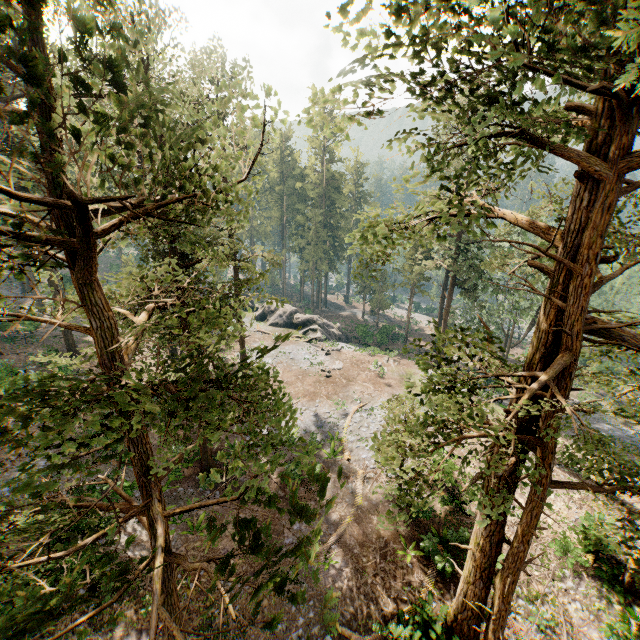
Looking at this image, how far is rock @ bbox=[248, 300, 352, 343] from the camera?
42.16m

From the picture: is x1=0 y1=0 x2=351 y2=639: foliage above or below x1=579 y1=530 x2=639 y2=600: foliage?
above

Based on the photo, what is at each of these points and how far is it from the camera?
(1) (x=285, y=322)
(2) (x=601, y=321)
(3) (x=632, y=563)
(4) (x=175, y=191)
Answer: (1) rock, 44.28m
(2) foliage, 7.27m
(3) foliage, 5.30m
(4) foliage, 5.18m

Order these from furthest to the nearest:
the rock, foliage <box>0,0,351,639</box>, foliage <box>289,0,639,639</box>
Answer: the rock, foliage <box>289,0,639,639</box>, foliage <box>0,0,351,639</box>

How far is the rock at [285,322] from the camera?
42.16m

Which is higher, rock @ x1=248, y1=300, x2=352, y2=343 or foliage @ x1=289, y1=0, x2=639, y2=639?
foliage @ x1=289, y1=0, x2=639, y2=639

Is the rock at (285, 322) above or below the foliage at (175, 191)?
below
